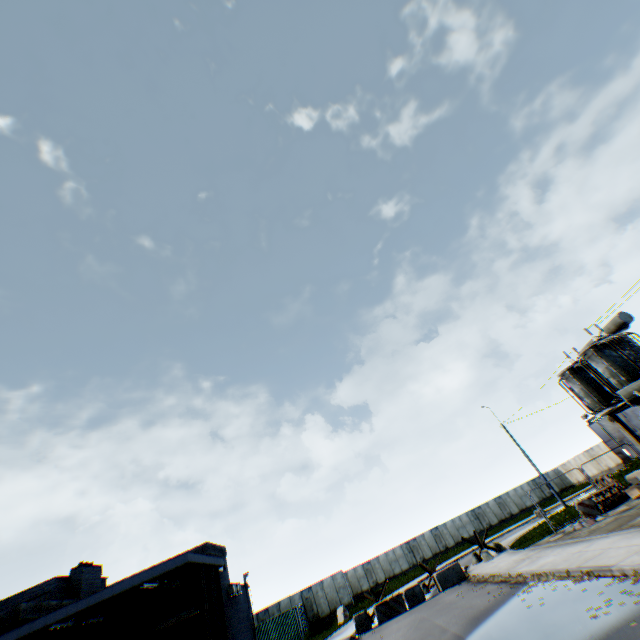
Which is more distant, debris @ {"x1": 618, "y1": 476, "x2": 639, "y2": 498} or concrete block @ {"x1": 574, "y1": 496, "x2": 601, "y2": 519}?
concrete block @ {"x1": 574, "y1": 496, "x2": 601, "y2": 519}

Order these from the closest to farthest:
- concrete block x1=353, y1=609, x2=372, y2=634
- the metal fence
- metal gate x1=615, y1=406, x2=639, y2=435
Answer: concrete block x1=353, y1=609, x2=372, y2=634 < the metal fence < metal gate x1=615, y1=406, x2=639, y2=435

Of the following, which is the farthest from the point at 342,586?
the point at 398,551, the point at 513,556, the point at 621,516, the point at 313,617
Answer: the point at 621,516

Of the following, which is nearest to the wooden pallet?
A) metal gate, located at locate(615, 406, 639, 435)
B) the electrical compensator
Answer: the electrical compensator

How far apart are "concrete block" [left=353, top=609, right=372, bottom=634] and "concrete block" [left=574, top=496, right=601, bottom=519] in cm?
1305

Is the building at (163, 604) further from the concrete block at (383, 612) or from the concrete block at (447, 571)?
the concrete block at (447, 571)

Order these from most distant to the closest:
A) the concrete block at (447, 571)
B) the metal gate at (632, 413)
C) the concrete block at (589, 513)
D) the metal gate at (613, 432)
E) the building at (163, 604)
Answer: the metal gate at (613, 432) → the metal gate at (632, 413) → the concrete block at (447, 571) → the concrete block at (589, 513) → the building at (163, 604)

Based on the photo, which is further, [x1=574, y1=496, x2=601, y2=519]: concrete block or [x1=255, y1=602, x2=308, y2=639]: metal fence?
[x1=255, y1=602, x2=308, y2=639]: metal fence
